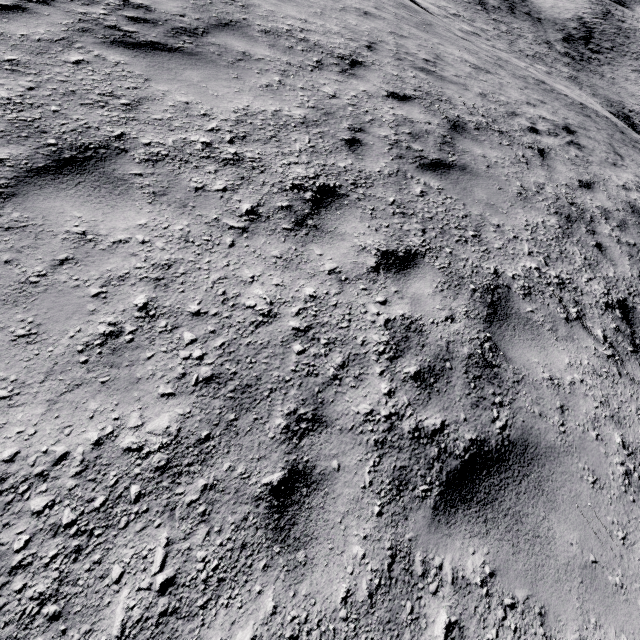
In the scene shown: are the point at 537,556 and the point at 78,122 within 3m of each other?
no
